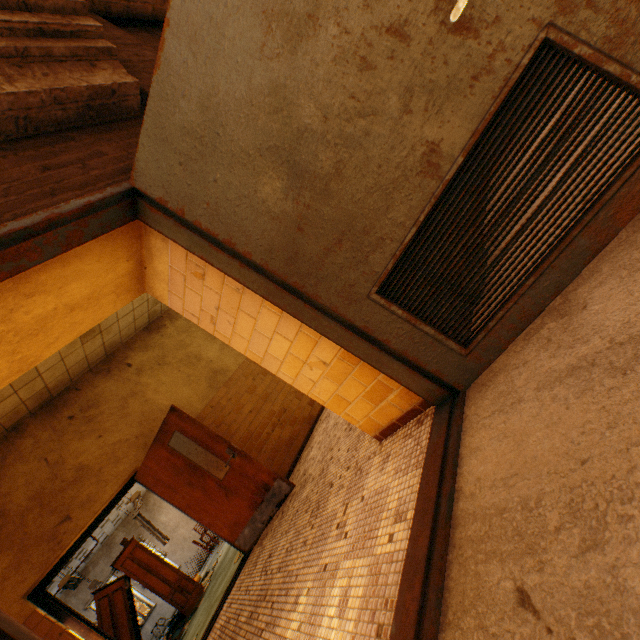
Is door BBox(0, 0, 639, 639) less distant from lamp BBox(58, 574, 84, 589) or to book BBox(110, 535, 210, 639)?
book BBox(110, 535, 210, 639)

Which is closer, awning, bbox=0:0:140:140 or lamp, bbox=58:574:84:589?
awning, bbox=0:0:140:140

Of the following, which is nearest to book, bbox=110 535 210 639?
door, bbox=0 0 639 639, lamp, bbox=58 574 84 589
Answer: lamp, bbox=58 574 84 589

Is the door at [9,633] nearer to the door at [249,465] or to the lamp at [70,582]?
the door at [249,465]

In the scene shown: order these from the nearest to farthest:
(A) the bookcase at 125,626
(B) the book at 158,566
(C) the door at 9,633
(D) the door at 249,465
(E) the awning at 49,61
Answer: (C) the door at 9,633, (E) the awning at 49,61, (D) the door at 249,465, (A) the bookcase at 125,626, (B) the book at 158,566

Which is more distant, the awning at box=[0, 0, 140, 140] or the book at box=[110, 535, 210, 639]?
the book at box=[110, 535, 210, 639]

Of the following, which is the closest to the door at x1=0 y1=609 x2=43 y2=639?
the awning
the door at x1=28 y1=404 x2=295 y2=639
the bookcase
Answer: the awning

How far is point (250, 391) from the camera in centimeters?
645cm
